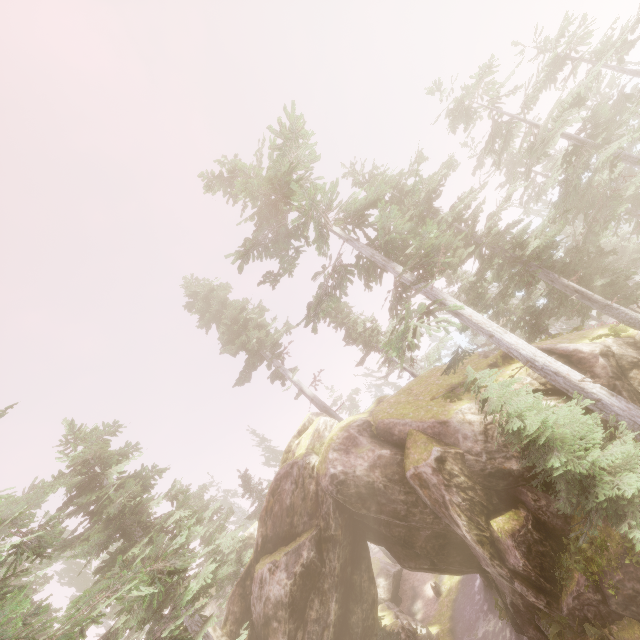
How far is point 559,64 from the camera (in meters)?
23.36

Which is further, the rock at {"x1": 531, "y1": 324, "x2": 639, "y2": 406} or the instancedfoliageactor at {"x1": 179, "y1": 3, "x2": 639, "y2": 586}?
the rock at {"x1": 531, "y1": 324, "x2": 639, "y2": 406}

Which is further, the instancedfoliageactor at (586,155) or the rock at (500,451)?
the rock at (500,451)

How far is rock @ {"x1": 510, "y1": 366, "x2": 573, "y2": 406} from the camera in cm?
1375

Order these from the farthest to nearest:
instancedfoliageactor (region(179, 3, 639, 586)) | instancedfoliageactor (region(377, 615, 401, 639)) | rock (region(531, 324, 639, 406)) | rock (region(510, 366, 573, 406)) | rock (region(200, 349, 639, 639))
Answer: instancedfoliageactor (region(377, 615, 401, 639)) < rock (region(510, 366, 573, 406)) < rock (region(531, 324, 639, 406)) < rock (region(200, 349, 639, 639)) < instancedfoliageactor (region(179, 3, 639, 586))

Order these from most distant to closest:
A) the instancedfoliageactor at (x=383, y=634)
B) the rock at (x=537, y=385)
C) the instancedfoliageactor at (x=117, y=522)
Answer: the instancedfoliageactor at (x=383, y=634), the rock at (x=537, y=385), the instancedfoliageactor at (x=117, y=522)

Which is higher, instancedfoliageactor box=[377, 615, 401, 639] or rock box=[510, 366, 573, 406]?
rock box=[510, 366, 573, 406]
